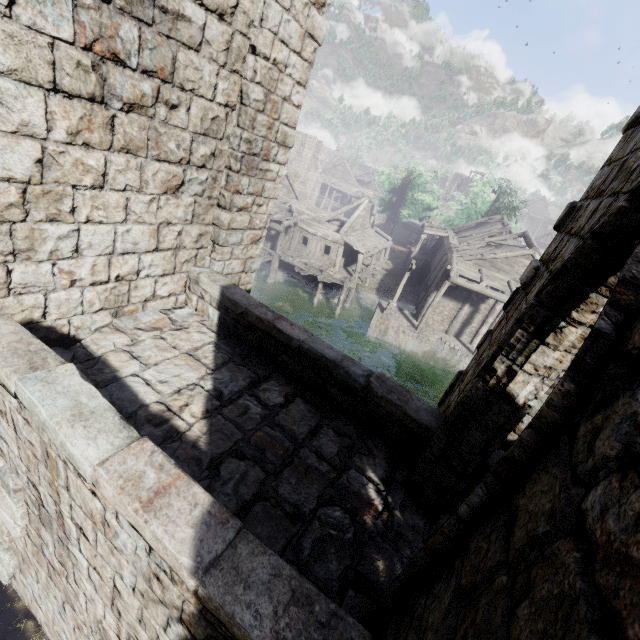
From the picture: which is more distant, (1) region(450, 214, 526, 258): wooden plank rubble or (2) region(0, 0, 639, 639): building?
(1) region(450, 214, 526, 258): wooden plank rubble

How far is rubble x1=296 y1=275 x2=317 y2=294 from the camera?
29.36m

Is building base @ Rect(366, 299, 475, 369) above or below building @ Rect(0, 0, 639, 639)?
below

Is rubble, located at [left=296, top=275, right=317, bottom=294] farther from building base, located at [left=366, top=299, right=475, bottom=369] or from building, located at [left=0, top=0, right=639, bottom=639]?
building base, located at [left=366, top=299, right=475, bottom=369]

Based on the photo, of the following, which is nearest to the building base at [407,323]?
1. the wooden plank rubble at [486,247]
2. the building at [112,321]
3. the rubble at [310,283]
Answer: the building at [112,321]

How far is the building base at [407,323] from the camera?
24.72m

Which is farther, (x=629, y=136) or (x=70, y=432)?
(x=629, y=136)

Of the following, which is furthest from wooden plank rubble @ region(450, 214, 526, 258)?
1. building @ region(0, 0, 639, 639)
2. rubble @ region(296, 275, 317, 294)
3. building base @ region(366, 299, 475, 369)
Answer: rubble @ region(296, 275, 317, 294)
